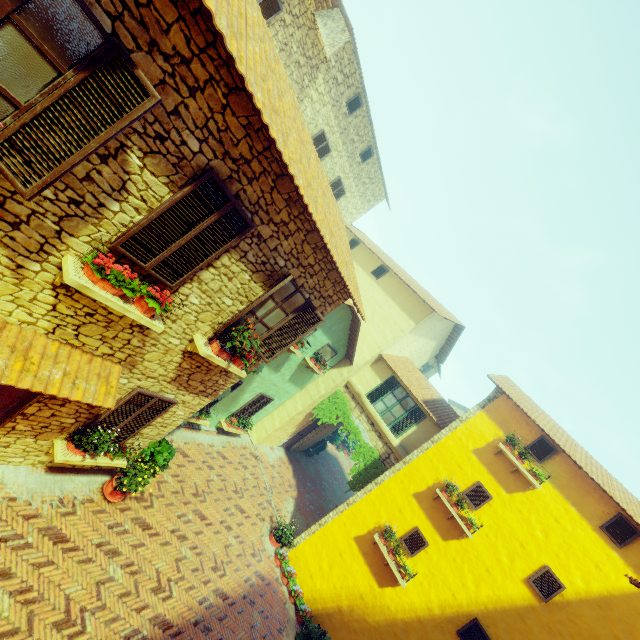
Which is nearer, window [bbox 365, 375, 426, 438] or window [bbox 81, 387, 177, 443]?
window [bbox 81, 387, 177, 443]

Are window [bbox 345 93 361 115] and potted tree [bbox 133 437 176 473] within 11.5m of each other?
no

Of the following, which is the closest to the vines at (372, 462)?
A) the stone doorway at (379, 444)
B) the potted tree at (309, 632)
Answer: the stone doorway at (379, 444)

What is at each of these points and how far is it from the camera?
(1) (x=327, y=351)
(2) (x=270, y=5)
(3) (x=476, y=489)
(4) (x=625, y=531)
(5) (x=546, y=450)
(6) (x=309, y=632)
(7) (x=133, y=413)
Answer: (1) window, 13.2 meters
(2) window, 10.1 meters
(3) window, 10.3 meters
(4) window, 8.8 meters
(5) window, 10.2 meters
(6) potted tree, 8.0 meters
(7) window, 6.7 meters

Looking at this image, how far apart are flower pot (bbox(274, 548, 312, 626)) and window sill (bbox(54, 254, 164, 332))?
9.9 meters

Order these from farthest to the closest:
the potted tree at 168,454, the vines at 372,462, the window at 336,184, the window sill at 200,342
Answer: the window at 336,184, the vines at 372,462, the potted tree at 168,454, the window sill at 200,342

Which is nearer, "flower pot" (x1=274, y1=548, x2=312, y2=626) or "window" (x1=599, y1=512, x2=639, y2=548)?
"window" (x1=599, y1=512, x2=639, y2=548)

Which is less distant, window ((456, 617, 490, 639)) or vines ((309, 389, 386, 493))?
window ((456, 617, 490, 639))
